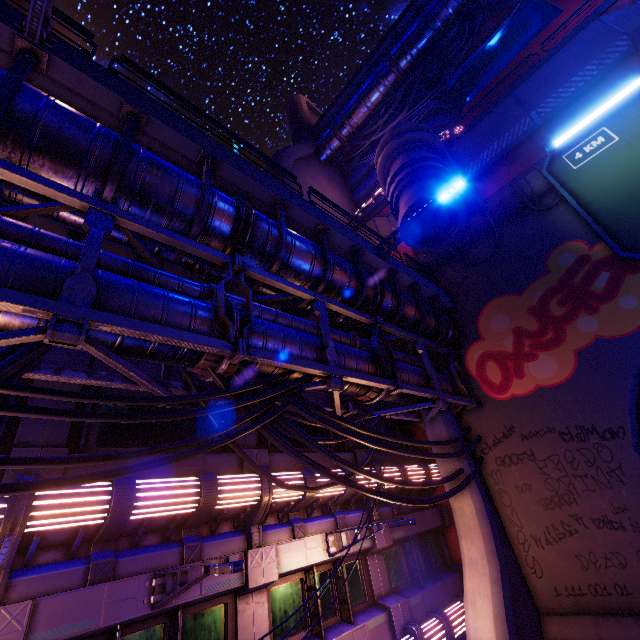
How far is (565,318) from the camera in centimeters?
1147cm

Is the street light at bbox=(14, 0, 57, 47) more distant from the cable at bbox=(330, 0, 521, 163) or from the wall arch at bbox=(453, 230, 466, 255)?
the cable at bbox=(330, 0, 521, 163)

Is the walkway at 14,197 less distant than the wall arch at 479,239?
Yes

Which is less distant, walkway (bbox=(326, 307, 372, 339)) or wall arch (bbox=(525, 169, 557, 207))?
walkway (bbox=(326, 307, 372, 339))

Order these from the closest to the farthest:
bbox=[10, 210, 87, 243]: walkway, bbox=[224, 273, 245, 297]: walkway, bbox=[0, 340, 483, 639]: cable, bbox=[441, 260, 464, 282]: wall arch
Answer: bbox=[0, 340, 483, 639]: cable
bbox=[10, 210, 87, 243]: walkway
bbox=[224, 273, 245, 297]: walkway
bbox=[441, 260, 464, 282]: wall arch

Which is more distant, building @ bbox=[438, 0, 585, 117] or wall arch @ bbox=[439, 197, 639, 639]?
building @ bbox=[438, 0, 585, 117]

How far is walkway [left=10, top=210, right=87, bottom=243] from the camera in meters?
6.6
